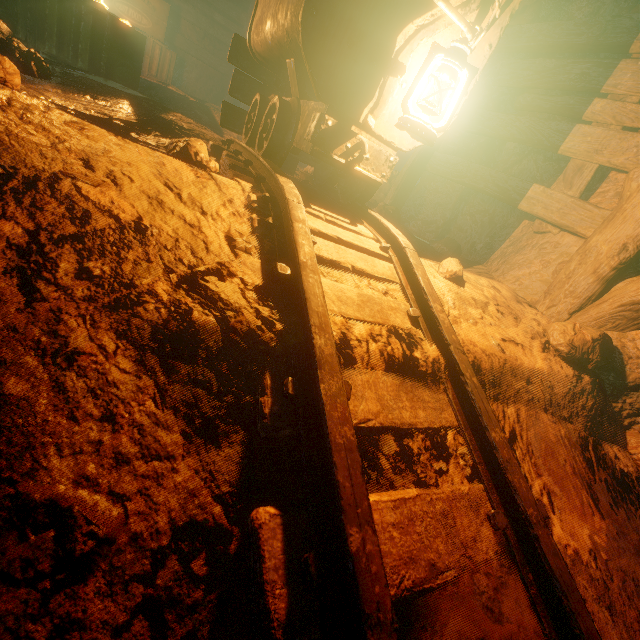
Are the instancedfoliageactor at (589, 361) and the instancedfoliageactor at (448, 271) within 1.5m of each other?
yes

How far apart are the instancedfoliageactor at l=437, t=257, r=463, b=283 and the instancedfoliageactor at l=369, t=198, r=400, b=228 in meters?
1.0

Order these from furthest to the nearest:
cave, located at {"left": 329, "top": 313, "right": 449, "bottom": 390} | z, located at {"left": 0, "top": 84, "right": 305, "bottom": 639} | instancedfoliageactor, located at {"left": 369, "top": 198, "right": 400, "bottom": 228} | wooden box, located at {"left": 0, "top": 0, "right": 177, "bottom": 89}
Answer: instancedfoliageactor, located at {"left": 369, "top": 198, "right": 400, "bottom": 228} → wooden box, located at {"left": 0, "top": 0, "right": 177, "bottom": 89} → cave, located at {"left": 329, "top": 313, "right": 449, "bottom": 390} → z, located at {"left": 0, "top": 84, "right": 305, "bottom": 639}

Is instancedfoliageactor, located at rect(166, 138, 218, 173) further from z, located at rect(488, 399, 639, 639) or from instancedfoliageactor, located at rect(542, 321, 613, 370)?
instancedfoliageactor, located at rect(542, 321, 613, 370)

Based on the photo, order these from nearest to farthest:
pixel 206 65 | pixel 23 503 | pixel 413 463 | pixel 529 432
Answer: pixel 23 503 < pixel 413 463 < pixel 529 432 < pixel 206 65

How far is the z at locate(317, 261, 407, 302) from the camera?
1.4m

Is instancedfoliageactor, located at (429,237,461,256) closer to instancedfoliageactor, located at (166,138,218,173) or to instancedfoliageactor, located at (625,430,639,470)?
instancedfoliageactor, located at (625,430,639,470)

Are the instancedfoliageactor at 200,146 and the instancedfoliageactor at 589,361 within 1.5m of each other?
no
